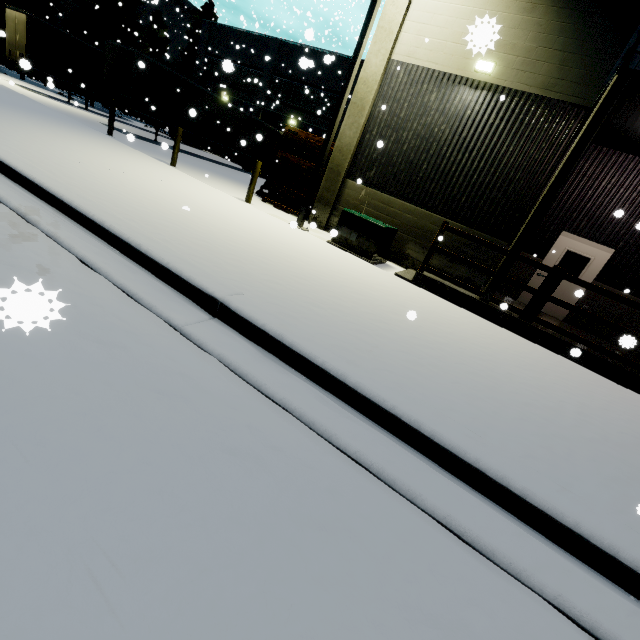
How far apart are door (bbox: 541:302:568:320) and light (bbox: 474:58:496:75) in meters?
5.1

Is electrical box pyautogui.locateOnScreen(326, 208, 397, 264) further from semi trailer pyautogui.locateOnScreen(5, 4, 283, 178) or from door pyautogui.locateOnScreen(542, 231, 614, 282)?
semi trailer pyautogui.locateOnScreen(5, 4, 283, 178)

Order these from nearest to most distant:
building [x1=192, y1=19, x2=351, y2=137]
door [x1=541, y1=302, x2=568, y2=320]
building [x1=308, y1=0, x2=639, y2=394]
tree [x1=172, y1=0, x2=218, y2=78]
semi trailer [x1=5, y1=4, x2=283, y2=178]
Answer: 1. building [x1=308, y1=0, x2=639, y2=394]
2. door [x1=541, y1=302, x2=568, y2=320]
3. semi trailer [x1=5, y1=4, x2=283, y2=178]
4. building [x1=192, y1=19, x2=351, y2=137]
5. tree [x1=172, y1=0, x2=218, y2=78]

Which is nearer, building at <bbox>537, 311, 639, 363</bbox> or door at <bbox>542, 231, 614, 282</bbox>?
building at <bbox>537, 311, 639, 363</bbox>

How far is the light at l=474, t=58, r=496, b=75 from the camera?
8.38m

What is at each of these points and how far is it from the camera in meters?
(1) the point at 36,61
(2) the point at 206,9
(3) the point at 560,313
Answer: (1) semi trailer, 17.6
(2) tree, 30.8
(3) door, 10.6

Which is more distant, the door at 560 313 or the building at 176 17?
the building at 176 17
